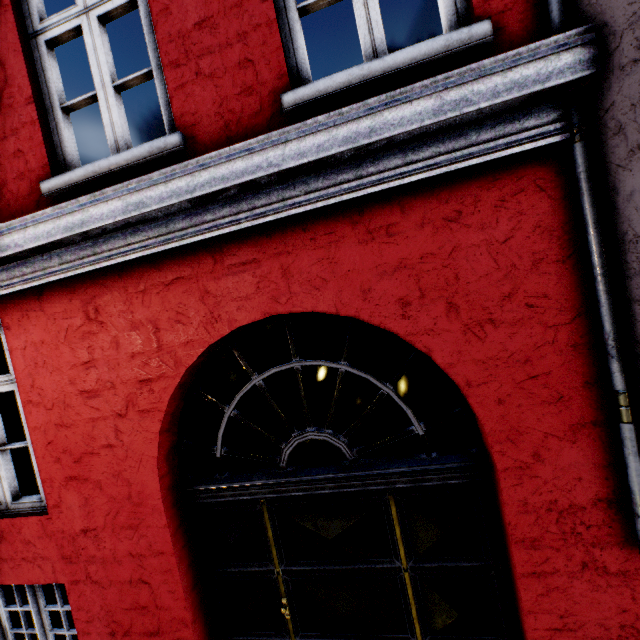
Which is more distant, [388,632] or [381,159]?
[388,632]
